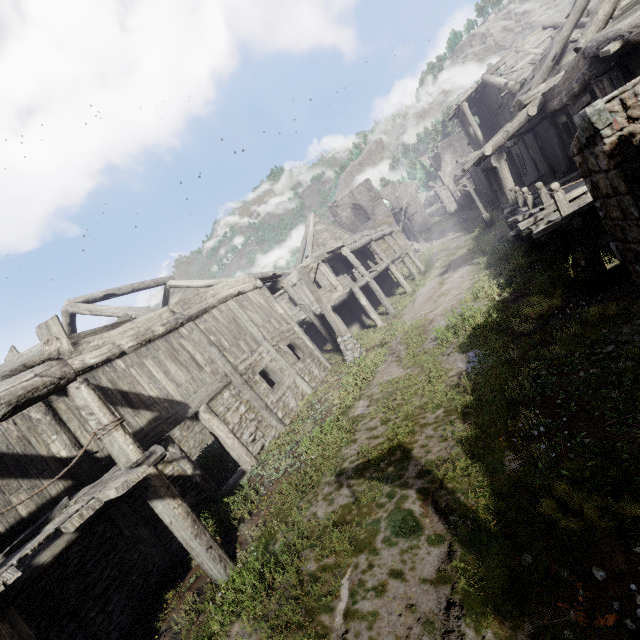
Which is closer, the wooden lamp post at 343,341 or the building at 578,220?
the building at 578,220

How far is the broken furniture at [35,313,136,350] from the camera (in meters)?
8.03

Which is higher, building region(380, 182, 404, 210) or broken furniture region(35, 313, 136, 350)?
building region(380, 182, 404, 210)

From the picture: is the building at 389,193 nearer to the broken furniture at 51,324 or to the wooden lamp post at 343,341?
the broken furniture at 51,324

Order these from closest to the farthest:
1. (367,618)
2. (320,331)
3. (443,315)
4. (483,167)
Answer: (367,618) → (443,315) → (483,167) → (320,331)

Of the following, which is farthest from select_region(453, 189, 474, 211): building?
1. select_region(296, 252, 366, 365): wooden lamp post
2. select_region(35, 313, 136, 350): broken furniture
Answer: select_region(296, 252, 366, 365): wooden lamp post

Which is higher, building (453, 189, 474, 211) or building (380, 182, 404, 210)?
building (380, 182, 404, 210)
